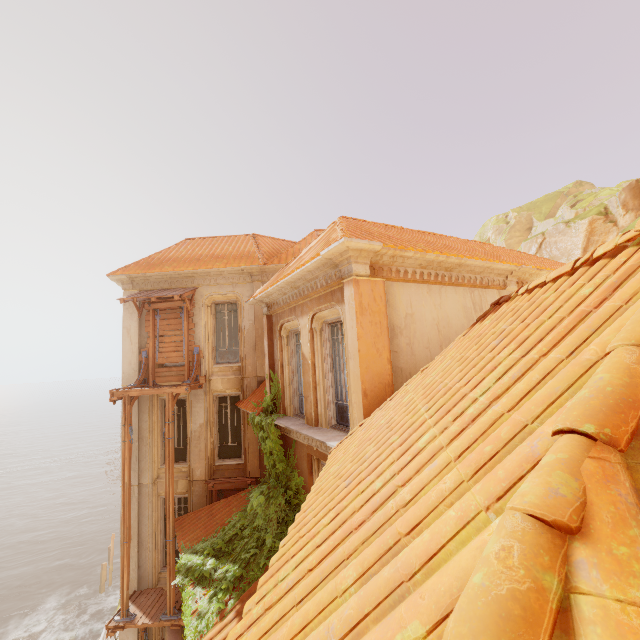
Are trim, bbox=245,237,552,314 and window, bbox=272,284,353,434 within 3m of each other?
yes

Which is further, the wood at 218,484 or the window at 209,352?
the window at 209,352

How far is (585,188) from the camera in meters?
35.8

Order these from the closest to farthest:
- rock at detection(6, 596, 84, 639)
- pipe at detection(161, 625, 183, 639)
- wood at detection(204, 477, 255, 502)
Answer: pipe at detection(161, 625, 183, 639), wood at detection(204, 477, 255, 502), rock at detection(6, 596, 84, 639)

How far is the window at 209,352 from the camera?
13.0 meters

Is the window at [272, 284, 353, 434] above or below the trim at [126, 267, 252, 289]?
below

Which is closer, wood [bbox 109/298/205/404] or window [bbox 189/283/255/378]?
wood [bbox 109/298/205/404]

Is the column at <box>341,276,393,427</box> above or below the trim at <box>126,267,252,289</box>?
below
